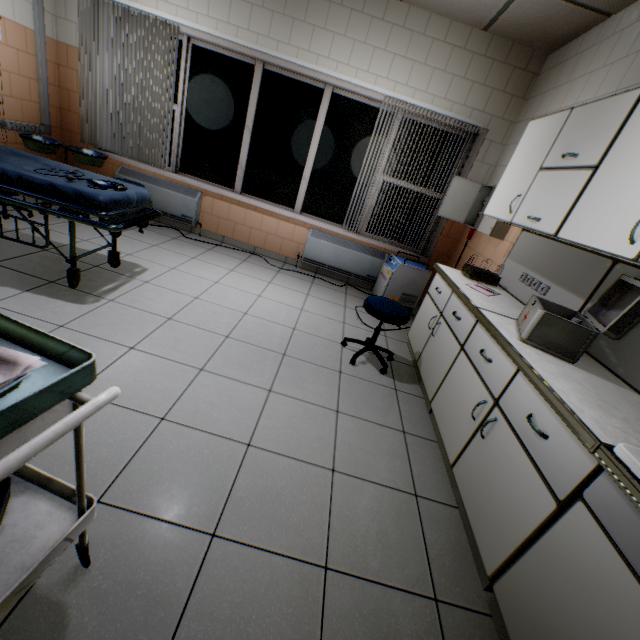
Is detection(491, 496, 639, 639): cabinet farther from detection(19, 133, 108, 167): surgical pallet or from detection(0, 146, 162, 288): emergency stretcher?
detection(19, 133, 108, 167): surgical pallet

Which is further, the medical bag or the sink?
the medical bag

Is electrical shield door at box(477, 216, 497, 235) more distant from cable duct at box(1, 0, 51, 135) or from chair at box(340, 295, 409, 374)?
cable duct at box(1, 0, 51, 135)

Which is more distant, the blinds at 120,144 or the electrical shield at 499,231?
the blinds at 120,144

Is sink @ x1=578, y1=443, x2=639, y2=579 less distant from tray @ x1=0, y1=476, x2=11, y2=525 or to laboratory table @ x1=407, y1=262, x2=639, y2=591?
laboratory table @ x1=407, y1=262, x2=639, y2=591

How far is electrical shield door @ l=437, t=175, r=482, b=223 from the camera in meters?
4.0

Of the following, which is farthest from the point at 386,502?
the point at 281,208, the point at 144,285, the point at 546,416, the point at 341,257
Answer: the point at 281,208

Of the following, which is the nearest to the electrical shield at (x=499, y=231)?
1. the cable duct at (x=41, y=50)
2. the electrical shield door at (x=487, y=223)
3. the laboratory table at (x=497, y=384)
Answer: the electrical shield door at (x=487, y=223)
